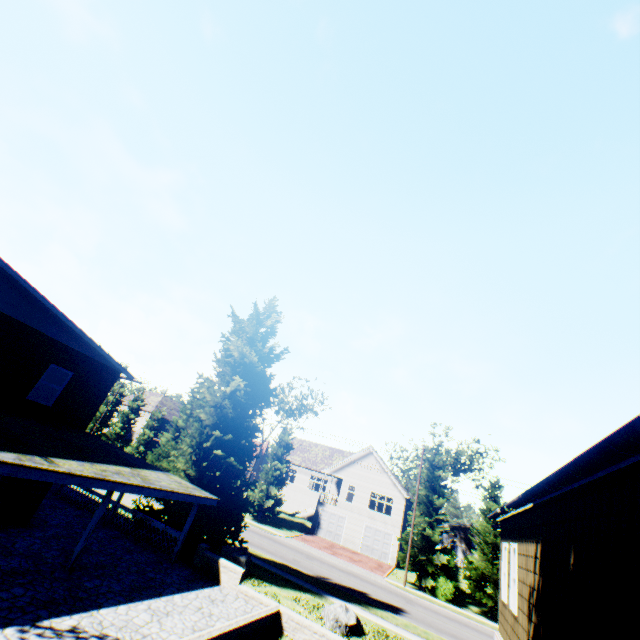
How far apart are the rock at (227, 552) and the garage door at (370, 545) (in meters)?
23.15

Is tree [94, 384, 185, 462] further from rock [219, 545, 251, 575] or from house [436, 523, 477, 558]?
rock [219, 545, 251, 575]

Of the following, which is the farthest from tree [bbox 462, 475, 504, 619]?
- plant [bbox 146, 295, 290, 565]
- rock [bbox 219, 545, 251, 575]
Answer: rock [bbox 219, 545, 251, 575]

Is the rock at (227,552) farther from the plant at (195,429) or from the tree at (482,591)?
the tree at (482,591)

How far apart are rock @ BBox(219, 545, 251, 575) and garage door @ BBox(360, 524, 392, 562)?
23.2 meters

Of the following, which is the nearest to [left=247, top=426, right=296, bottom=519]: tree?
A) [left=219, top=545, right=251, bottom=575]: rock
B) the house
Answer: the house

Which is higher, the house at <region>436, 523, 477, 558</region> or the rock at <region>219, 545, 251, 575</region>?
the house at <region>436, 523, 477, 558</region>

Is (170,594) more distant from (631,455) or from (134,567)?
(631,455)
